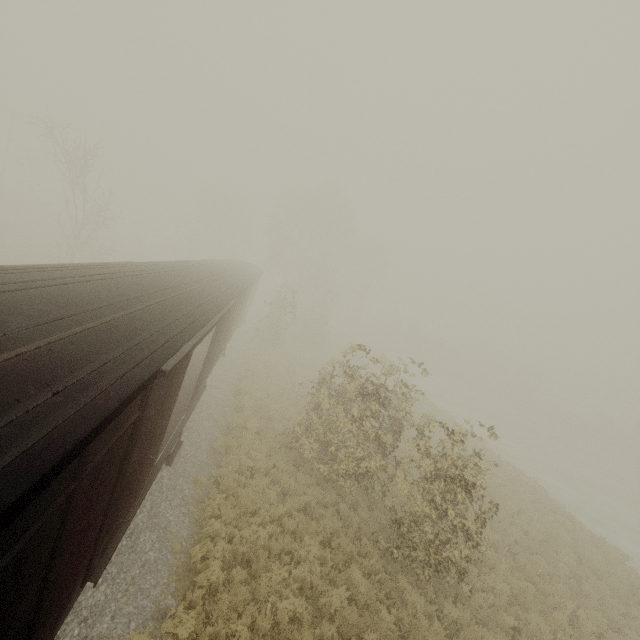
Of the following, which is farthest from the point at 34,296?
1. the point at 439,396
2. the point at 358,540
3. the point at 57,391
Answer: the point at 439,396
